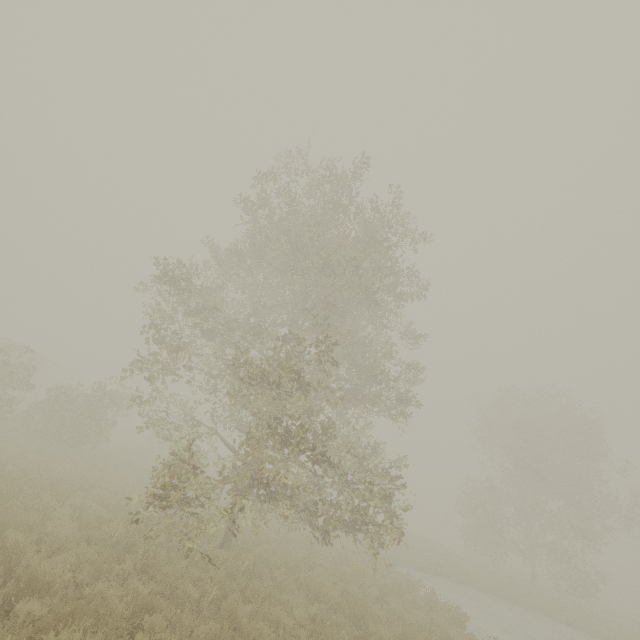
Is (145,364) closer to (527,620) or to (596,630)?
(527,620)

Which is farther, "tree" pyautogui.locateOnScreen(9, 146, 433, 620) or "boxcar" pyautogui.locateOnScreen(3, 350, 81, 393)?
"boxcar" pyautogui.locateOnScreen(3, 350, 81, 393)

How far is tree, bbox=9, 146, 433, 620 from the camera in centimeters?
807cm

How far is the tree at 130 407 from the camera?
8.07m

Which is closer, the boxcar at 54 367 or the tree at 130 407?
the tree at 130 407
